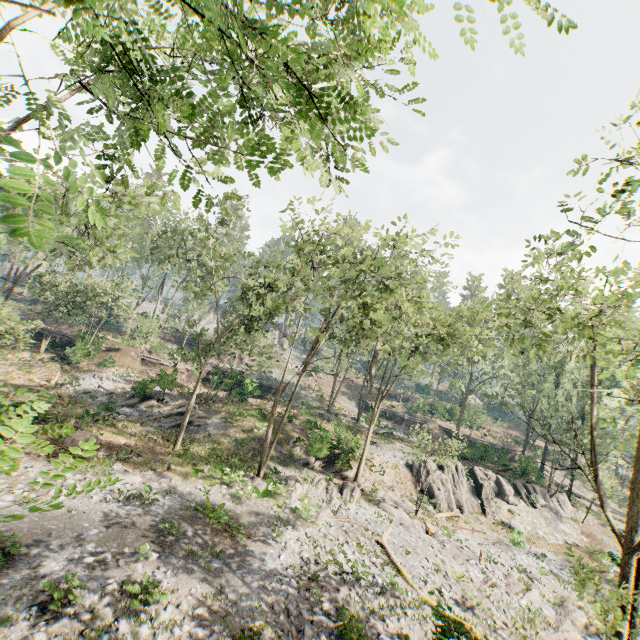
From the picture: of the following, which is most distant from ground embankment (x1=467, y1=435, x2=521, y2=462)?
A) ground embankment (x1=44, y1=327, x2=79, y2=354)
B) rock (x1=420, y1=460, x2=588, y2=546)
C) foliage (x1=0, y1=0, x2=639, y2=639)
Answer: ground embankment (x1=44, y1=327, x2=79, y2=354)

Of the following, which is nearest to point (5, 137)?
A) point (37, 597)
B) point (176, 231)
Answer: point (37, 597)

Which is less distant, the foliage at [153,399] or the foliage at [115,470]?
the foliage at [115,470]

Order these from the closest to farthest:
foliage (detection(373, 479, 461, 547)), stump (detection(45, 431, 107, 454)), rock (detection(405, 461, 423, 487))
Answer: stump (detection(45, 431, 107, 454))
foliage (detection(373, 479, 461, 547))
rock (detection(405, 461, 423, 487))

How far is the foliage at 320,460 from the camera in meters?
25.7 m

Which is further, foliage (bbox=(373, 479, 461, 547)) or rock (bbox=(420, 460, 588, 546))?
rock (bbox=(420, 460, 588, 546))

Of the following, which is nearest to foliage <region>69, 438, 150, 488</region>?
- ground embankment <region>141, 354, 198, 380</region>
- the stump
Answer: ground embankment <region>141, 354, 198, 380</region>

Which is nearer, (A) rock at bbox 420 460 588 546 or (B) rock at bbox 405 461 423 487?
(A) rock at bbox 420 460 588 546
